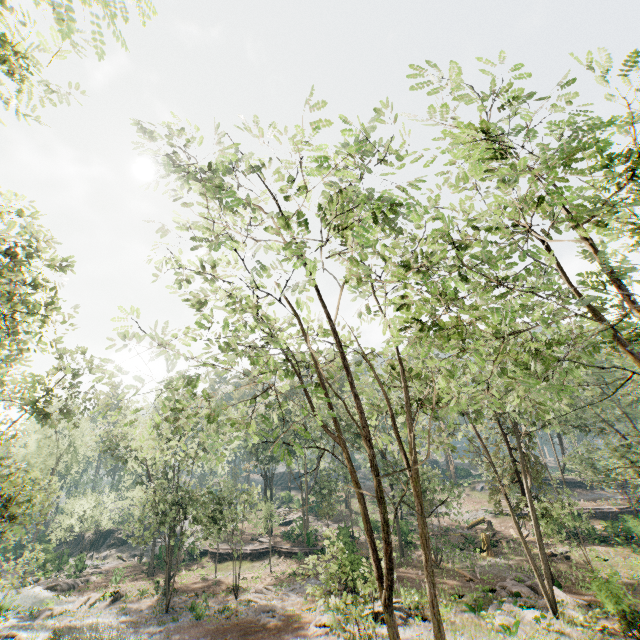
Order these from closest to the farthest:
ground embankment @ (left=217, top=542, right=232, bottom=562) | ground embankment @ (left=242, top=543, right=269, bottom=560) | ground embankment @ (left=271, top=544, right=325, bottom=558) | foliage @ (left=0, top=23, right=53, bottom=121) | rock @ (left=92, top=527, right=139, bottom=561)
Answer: foliage @ (left=0, top=23, right=53, bottom=121)
ground embankment @ (left=271, top=544, right=325, bottom=558)
ground embankment @ (left=242, top=543, right=269, bottom=560)
ground embankment @ (left=217, top=542, right=232, bottom=562)
rock @ (left=92, top=527, right=139, bottom=561)

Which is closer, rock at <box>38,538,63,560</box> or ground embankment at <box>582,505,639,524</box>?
ground embankment at <box>582,505,639,524</box>

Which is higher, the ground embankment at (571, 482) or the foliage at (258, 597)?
the ground embankment at (571, 482)

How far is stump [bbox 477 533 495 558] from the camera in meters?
30.6

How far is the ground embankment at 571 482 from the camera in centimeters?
4869cm

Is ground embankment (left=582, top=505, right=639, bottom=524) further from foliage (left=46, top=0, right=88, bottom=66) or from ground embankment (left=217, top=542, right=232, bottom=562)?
ground embankment (left=217, top=542, right=232, bottom=562)

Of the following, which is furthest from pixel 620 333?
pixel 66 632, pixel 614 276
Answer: pixel 66 632

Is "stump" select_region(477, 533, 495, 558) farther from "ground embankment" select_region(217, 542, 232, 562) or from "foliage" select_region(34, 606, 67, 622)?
"ground embankment" select_region(217, 542, 232, 562)
